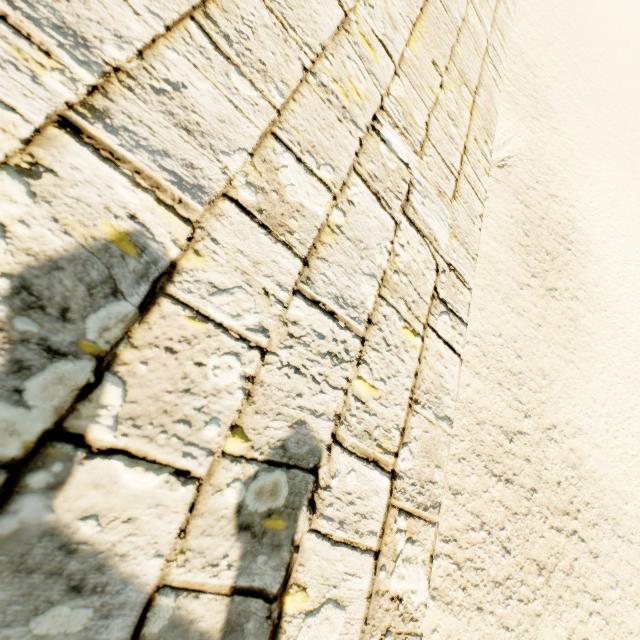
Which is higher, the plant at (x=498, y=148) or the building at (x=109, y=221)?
the building at (x=109, y=221)

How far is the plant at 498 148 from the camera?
8.2m

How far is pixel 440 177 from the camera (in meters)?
1.67

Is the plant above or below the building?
below

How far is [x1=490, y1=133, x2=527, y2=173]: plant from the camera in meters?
8.2

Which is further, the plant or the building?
the plant
